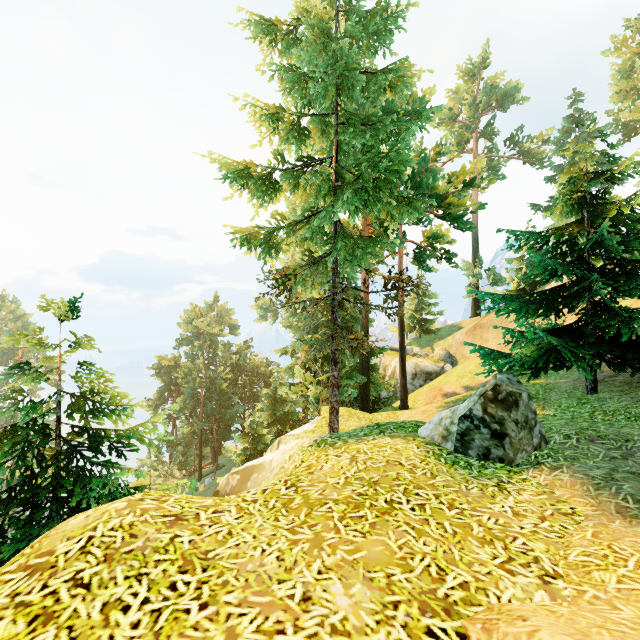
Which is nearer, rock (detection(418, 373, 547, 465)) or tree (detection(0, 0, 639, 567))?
rock (detection(418, 373, 547, 465))

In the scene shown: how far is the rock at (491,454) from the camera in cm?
515

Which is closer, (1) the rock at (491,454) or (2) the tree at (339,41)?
(1) the rock at (491,454)

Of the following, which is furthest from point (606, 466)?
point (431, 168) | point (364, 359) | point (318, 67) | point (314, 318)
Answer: point (314, 318)

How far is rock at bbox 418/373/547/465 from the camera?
5.2m
